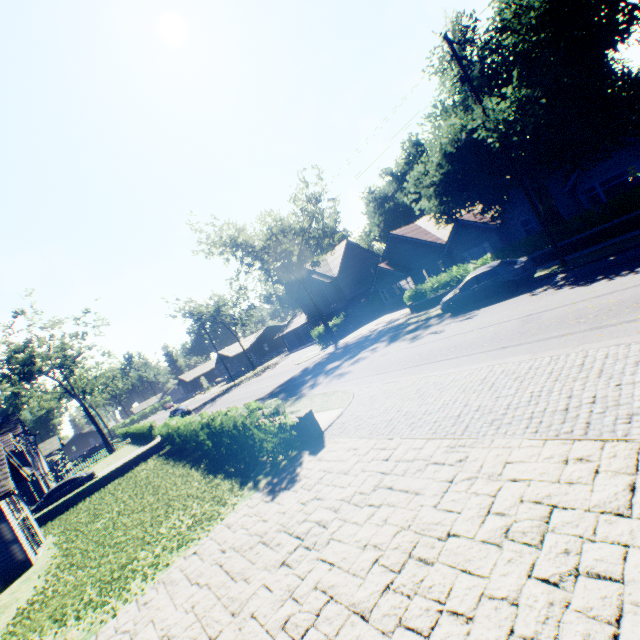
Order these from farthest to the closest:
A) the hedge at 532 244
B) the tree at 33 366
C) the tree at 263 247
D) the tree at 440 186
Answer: the tree at 33 366
the tree at 263 247
the hedge at 532 244
the tree at 440 186

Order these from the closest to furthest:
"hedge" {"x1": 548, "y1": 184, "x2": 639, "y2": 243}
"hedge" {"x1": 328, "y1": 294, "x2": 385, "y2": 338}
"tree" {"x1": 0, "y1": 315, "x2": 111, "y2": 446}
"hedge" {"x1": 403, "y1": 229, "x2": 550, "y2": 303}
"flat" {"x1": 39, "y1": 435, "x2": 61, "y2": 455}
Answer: "hedge" {"x1": 548, "y1": 184, "x2": 639, "y2": 243}, "hedge" {"x1": 403, "y1": 229, "x2": 550, "y2": 303}, "hedge" {"x1": 328, "y1": 294, "x2": 385, "y2": 338}, "tree" {"x1": 0, "y1": 315, "x2": 111, "y2": 446}, "flat" {"x1": 39, "y1": 435, "x2": 61, "y2": 455}

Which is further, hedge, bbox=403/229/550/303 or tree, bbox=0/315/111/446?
tree, bbox=0/315/111/446

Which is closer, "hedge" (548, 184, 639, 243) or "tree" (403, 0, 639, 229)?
"tree" (403, 0, 639, 229)

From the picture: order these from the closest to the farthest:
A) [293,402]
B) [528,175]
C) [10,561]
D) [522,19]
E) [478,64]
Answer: [10,561] → [522,19] → [528,175] → [293,402] → [478,64]

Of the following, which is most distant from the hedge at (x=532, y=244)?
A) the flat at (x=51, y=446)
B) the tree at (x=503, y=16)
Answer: the flat at (x=51, y=446)

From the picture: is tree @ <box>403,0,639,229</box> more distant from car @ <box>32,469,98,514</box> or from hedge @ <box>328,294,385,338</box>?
car @ <box>32,469,98,514</box>

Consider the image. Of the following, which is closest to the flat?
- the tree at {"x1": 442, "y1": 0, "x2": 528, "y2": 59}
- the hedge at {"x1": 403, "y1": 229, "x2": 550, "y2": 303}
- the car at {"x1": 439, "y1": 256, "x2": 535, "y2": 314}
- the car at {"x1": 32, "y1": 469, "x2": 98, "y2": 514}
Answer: the tree at {"x1": 442, "y1": 0, "x2": 528, "y2": 59}
